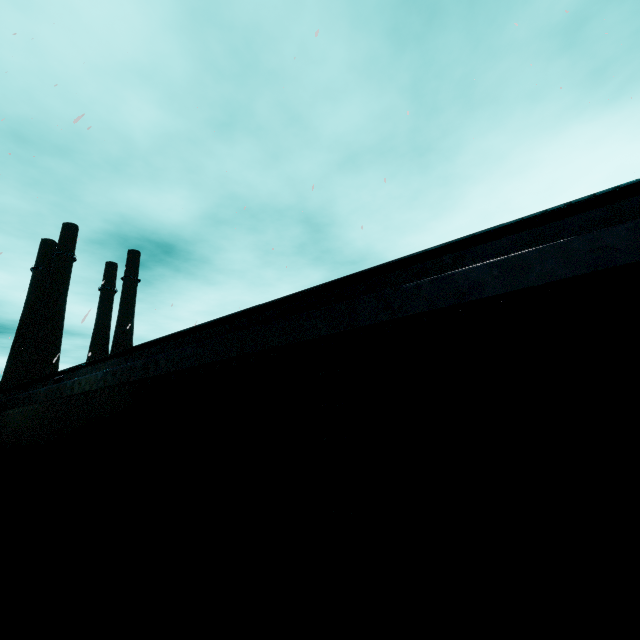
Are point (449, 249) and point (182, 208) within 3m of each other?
no
